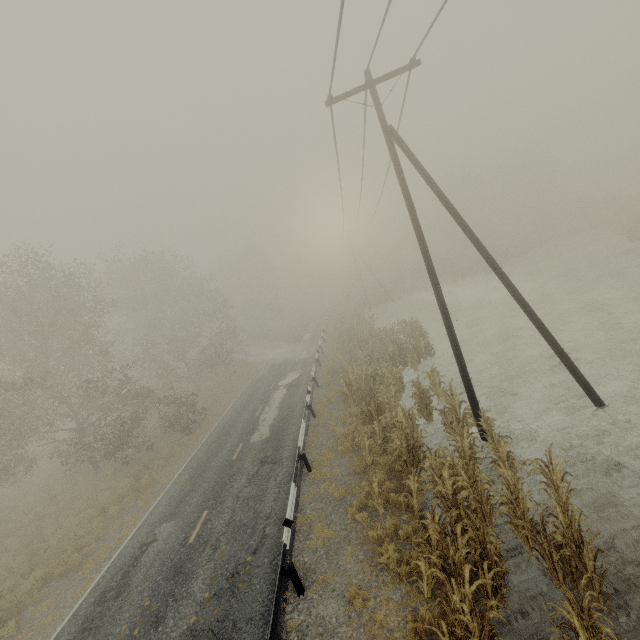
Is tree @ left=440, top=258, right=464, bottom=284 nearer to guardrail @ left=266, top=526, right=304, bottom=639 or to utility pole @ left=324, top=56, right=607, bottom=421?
guardrail @ left=266, top=526, right=304, bottom=639

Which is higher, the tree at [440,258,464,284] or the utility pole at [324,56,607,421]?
the utility pole at [324,56,607,421]

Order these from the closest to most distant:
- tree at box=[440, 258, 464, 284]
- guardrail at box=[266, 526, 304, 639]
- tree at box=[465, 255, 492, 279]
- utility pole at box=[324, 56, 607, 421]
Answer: guardrail at box=[266, 526, 304, 639], utility pole at box=[324, 56, 607, 421], tree at box=[465, 255, 492, 279], tree at box=[440, 258, 464, 284]

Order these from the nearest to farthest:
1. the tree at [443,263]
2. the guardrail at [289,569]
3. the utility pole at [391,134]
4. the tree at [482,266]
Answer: → the guardrail at [289,569] → the utility pole at [391,134] → the tree at [482,266] → the tree at [443,263]

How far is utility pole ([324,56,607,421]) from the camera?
9.70m

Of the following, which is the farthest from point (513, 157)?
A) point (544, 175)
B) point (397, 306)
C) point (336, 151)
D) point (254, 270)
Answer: point (336, 151)

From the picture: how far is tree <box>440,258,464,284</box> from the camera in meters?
44.3

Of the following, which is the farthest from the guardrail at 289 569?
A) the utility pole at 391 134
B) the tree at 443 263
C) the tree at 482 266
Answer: the tree at 482 266
